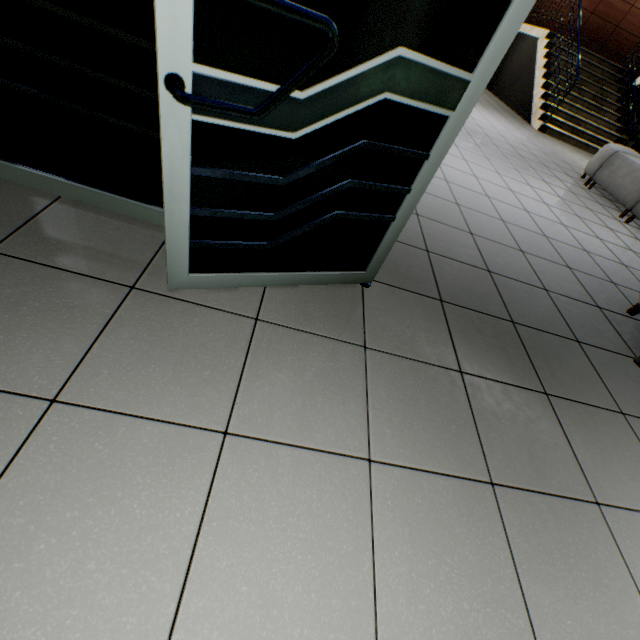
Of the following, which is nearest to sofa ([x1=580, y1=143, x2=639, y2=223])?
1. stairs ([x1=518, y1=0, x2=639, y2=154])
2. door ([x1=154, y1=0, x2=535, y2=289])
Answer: door ([x1=154, y1=0, x2=535, y2=289])

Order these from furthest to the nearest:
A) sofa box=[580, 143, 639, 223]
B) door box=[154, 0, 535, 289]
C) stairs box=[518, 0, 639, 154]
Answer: stairs box=[518, 0, 639, 154], sofa box=[580, 143, 639, 223], door box=[154, 0, 535, 289]

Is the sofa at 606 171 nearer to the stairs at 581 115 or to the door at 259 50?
the door at 259 50

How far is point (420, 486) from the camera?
1.1 meters

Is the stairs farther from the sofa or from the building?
the sofa

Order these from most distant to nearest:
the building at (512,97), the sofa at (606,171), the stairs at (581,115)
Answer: the building at (512,97)
the stairs at (581,115)
the sofa at (606,171)

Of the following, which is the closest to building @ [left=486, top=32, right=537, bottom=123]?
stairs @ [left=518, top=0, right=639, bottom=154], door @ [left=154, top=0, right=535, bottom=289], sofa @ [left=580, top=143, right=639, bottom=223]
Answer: stairs @ [left=518, top=0, right=639, bottom=154]
